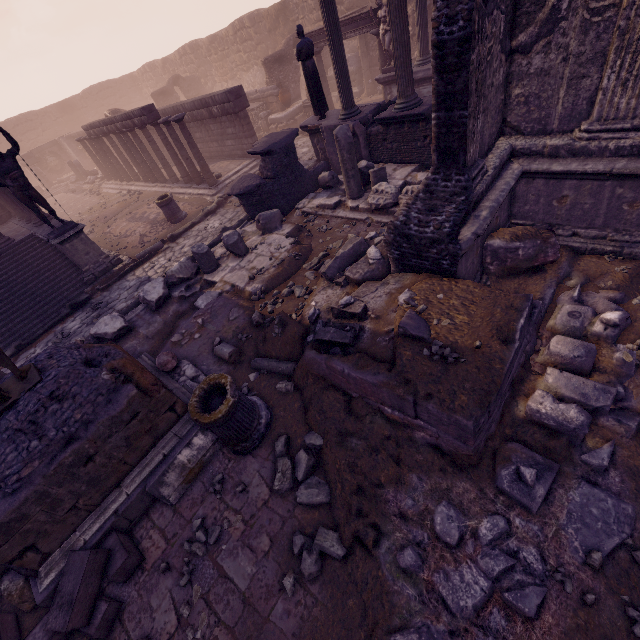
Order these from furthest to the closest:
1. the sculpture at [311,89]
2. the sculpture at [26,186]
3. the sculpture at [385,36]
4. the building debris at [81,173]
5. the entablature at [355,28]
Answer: the building debris at [81,173] → the entablature at [355,28] → the sculpture at [385,36] → the sculpture at [311,89] → the sculpture at [26,186]

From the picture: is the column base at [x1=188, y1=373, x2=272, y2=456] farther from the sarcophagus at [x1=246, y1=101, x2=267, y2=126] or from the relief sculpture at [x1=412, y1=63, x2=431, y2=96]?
the sarcophagus at [x1=246, y1=101, x2=267, y2=126]

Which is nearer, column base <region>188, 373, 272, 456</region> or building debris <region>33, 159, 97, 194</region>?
column base <region>188, 373, 272, 456</region>

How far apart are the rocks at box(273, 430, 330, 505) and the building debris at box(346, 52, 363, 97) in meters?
20.2 m

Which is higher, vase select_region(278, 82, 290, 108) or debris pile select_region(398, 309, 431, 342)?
vase select_region(278, 82, 290, 108)

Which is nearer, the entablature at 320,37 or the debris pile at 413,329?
the debris pile at 413,329

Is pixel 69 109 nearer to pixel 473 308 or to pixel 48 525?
pixel 48 525

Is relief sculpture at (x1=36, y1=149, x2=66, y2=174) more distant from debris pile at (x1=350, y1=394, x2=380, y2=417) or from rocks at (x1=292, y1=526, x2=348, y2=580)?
rocks at (x1=292, y1=526, x2=348, y2=580)
